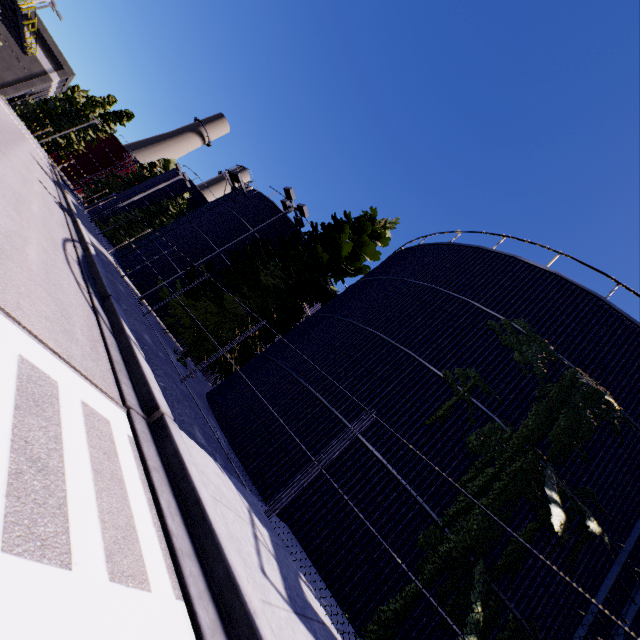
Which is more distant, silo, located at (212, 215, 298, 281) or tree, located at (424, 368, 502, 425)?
silo, located at (212, 215, 298, 281)

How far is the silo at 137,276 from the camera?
21.98m

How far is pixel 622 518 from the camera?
8.4 meters

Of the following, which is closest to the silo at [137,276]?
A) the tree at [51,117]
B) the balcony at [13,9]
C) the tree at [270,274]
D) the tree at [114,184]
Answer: the tree at [270,274]

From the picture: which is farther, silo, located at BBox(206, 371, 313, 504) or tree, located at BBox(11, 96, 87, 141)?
tree, located at BBox(11, 96, 87, 141)

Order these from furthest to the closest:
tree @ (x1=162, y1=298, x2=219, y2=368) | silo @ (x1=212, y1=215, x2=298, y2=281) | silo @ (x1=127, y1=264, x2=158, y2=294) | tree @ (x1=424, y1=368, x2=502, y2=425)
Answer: silo @ (x1=212, y1=215, x2=298, y2=281) → silo @ (x1=127, y1=264, x2=158, y2=294) → tree @ (x1=162, y1=298, x2=219, y2=368) → tree @ (x1=424, y1=368, x2=502, y2=425)

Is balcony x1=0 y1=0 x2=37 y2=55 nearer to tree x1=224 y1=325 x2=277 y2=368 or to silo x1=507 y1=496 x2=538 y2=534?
silo x1=507 y1=496 x2=538 y2=534

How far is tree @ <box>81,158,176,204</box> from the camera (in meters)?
44.78
